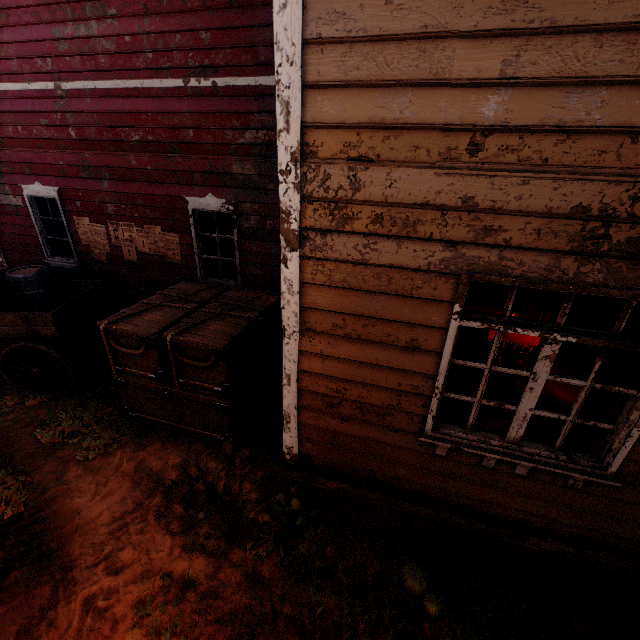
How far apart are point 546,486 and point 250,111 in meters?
5.9

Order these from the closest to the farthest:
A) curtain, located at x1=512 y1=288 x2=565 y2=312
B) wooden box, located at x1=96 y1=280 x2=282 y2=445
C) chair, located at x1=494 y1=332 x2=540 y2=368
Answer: curtain, located at x1=512 y1=288 x2=565 y2=312, chair, located at x1=494 y1=332 x2=540 y2=368, wooden box, located at x1=96 y1=280 x2=282 y2=445

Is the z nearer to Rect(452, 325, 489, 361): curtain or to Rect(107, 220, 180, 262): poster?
Rect(452, 325, 489, 361): curtain

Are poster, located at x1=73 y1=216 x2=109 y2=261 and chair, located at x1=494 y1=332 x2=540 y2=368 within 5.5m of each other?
no

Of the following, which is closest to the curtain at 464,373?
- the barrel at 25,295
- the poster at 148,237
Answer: the poster at 148,237

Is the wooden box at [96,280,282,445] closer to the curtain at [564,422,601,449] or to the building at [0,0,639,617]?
the building at [0,0,639,617]

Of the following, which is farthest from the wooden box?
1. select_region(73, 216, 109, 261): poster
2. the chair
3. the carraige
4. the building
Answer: the chair

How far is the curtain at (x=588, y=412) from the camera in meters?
2.4
